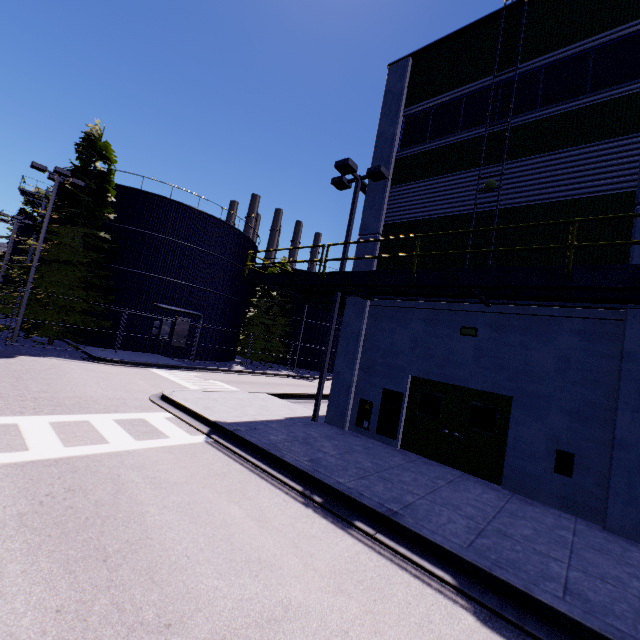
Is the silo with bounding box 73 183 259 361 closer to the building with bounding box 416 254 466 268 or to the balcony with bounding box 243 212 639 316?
the building with bounding box 416 254 466 268

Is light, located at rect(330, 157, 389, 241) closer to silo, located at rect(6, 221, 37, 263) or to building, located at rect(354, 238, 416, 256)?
building, located at rect(354, 238, 416, 256)

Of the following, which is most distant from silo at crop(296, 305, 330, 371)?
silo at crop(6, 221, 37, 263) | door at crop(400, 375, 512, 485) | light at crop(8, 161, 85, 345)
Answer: door at crop(400, 375, 512, 485)

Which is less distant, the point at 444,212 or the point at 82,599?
the point at 82,599

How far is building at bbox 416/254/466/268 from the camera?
10.20m

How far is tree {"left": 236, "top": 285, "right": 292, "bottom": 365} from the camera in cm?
3275

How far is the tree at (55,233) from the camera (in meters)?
19.02

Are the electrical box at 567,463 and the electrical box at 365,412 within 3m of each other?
no
